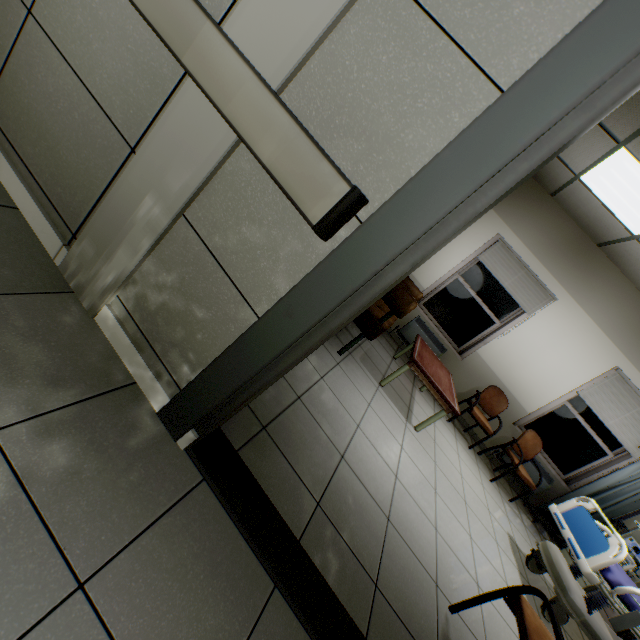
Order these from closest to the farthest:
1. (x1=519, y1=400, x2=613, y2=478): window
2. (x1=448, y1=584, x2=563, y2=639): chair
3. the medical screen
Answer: (x1=448, y1=584, x2=563, y2=639): chair < the medical screen < (x1=519, y1=400, x2=613, y2=478): window

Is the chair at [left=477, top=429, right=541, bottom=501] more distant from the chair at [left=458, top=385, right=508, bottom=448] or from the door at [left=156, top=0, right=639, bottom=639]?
the door at [left=156, top=0, right=639, bottom=639]

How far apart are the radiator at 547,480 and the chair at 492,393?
0.7 meters

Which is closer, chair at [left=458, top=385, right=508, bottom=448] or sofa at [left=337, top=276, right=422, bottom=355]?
sofa at [left=337, top=276, right=422, bottom=355]

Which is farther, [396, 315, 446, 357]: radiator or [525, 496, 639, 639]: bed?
[396, 315, 446, 357]: radiator

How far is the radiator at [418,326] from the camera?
5.6m

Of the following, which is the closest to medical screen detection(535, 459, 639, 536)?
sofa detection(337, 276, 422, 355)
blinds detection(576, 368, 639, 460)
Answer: blinds detection(576, 368, 639, 460)

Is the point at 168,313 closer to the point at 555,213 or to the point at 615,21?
the point at 615,21
